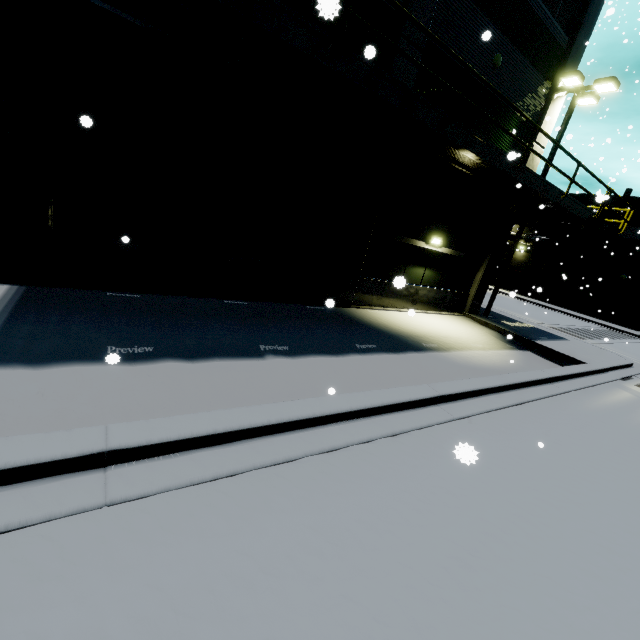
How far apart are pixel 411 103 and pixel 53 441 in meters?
7.3

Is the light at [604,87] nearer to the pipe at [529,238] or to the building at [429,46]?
the building at [429,46]

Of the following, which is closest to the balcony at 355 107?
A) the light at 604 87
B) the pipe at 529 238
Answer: the light at 604 87

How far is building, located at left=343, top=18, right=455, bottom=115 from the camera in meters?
7.9 m

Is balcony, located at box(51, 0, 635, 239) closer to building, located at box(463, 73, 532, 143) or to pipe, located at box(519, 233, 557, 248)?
building, located at box(463, 73, 532, 143)

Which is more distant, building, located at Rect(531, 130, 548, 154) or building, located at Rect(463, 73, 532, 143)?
building, located at Rect(531, 130, 548, 154)

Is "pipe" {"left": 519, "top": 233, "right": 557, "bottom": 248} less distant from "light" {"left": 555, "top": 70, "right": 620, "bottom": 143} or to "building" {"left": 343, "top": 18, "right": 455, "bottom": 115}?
"building" {"left": 343, "top": 18, "right": 455, "bottom": 115}
